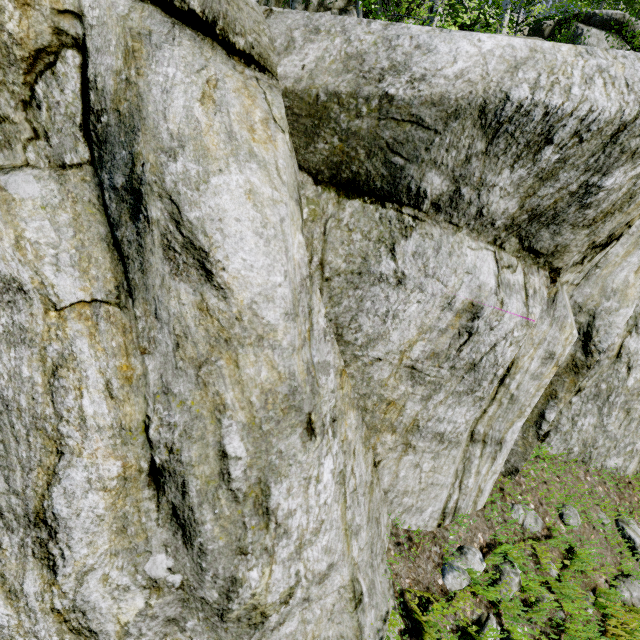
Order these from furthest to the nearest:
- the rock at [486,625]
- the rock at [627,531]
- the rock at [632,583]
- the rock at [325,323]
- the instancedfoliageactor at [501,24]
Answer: the instancedfoliageactor at [501,24]
the rock at [627,531]
the rock at [632,583]
the rock at [486,625]
the rock at [325,323]

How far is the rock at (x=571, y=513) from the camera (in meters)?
4.01

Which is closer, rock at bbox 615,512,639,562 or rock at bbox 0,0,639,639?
rock at bbox 0,0,639,639

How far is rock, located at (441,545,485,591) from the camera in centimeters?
321cm

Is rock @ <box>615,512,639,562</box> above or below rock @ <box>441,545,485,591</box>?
below

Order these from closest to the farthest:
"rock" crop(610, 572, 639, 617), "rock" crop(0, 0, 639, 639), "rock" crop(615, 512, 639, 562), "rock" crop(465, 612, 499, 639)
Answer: "rock" crop(0, 0, 639, 639), "rock" crop(465, 612, 499, 639), "rock" crop(610, 572, 639, 617), "rock" crop(615, 512, 639, 562)

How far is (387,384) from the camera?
2.7 meters
